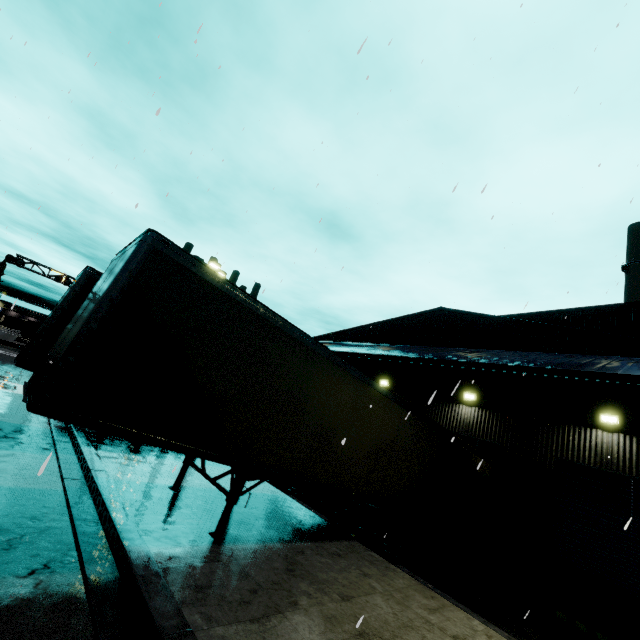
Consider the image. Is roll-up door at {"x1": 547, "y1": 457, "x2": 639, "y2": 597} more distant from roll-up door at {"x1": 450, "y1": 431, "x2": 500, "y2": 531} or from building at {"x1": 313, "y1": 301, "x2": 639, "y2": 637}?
roll-up door at {"x1": 450, "y1": 431, "x2": 500, "y2": 531}

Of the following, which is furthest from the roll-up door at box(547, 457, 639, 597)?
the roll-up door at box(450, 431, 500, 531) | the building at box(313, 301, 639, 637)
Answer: the roll-up door at box(450, 431, 500, 531)

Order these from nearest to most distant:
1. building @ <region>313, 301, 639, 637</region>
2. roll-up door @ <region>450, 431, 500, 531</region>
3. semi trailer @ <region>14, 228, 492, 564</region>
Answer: semi trailer @ <region>14, 228, 492, 564</region>
building @ <region>313, 301, 639, 637</region>
roll-up door @ <region>450, 431, 500, 531</region>

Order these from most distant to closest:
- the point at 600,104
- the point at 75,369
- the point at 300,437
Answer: the point at 600,104, the point at 300,437, the point at 75,369

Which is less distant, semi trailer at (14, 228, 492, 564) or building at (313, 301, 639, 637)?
semi trailer at (14, 228, 492, 564)

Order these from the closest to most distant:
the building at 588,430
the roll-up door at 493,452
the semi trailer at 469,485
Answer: the semi trailer at 469,485, the building at 588,430, the roll-up door at 493,452

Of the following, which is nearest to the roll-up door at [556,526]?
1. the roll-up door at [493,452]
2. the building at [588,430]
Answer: the building at [588,430]
